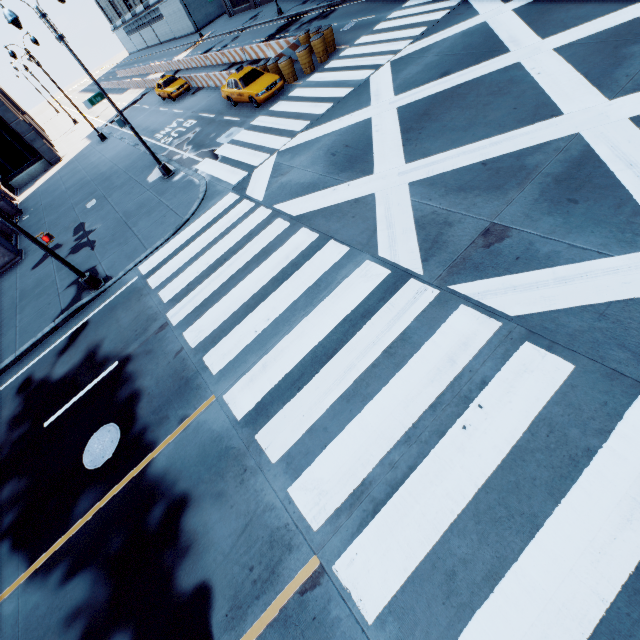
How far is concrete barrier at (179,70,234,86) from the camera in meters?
23.4 m

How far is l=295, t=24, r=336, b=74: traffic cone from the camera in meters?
17.7 m

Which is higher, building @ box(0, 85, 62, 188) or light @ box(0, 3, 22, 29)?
light @ box(0, 3, 22, 29)

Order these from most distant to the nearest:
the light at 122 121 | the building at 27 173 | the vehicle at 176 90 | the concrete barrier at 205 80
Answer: the building at 27 173 < the vehicle at 176 90 < the concrete barrier at 205 80 < the light at 122 121

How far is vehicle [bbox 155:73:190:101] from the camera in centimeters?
2719cm

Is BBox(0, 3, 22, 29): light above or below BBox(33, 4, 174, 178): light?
above

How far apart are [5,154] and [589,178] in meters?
43.0

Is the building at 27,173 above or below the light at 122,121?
below
